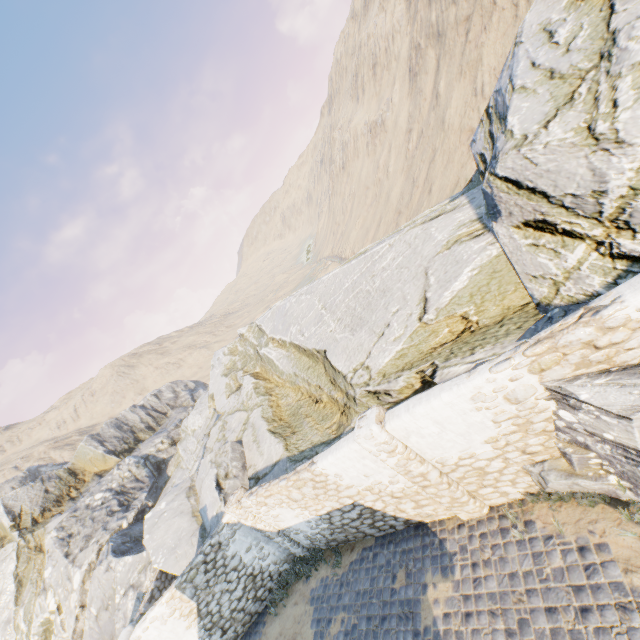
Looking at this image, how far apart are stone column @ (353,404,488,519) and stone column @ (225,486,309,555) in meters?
5.6 m

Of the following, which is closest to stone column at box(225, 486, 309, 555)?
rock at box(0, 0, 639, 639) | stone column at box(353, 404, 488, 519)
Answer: rock at box(0, 0, 639, 639)

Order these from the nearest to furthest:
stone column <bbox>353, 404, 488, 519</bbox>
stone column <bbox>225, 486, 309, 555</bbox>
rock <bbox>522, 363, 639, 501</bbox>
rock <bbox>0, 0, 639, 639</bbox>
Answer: rock <bbox>522, 363, 639, 501</bbox> → rock <bbox>0, 0, 639, 639</bbox> → stone column <bbox>353, 404, 488, 519</bbox> → stone column <bbox>225, 486, 309, 555</bbox>

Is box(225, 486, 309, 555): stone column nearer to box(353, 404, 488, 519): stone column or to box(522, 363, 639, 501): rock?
box(522, 363, 639, 501): rock

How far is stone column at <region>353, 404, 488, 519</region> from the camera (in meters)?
6.28

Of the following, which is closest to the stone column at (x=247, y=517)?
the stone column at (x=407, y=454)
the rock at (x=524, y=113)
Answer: the rock at (x=524, y=113)

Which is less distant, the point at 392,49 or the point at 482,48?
the point at 482,48
